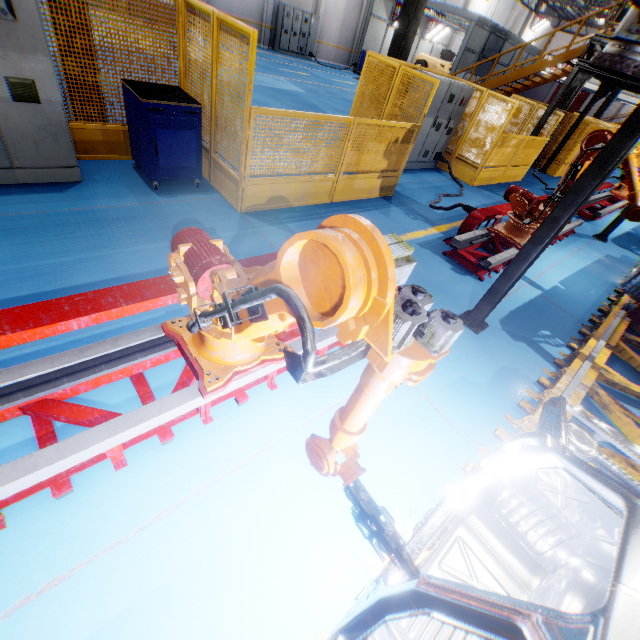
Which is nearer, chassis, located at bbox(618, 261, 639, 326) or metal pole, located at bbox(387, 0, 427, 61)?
chassis, located at bbox(618, 261, 639, 326)

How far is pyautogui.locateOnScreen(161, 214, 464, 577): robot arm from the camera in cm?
103

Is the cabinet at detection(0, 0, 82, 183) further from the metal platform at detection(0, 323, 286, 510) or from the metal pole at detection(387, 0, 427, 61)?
the metal pole at detection(387, 0, 427, 61)

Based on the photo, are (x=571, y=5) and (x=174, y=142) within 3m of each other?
no

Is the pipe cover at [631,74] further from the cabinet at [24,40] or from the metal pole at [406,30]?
the metal pole at [406,30]

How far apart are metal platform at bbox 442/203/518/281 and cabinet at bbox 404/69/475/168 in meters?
3.0 m

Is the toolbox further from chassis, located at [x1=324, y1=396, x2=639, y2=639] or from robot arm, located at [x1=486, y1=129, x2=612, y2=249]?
chassis, located at [x1=324, y1=396, x2=639, y2=639]

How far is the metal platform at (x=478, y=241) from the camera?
5.6 meters
